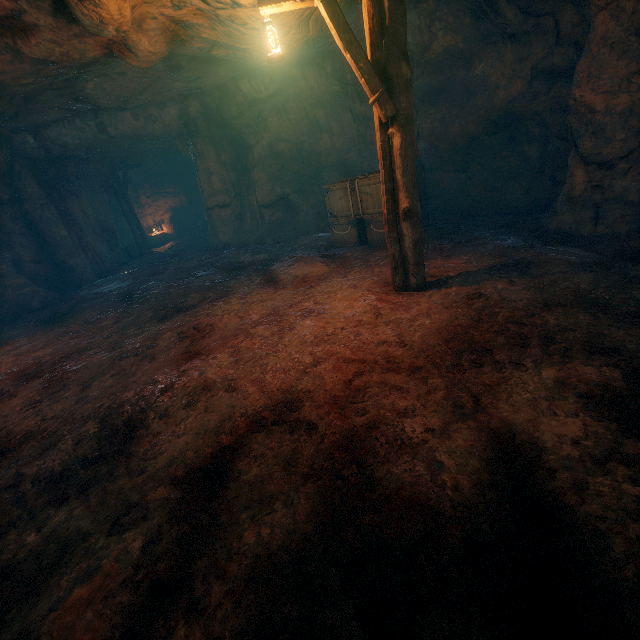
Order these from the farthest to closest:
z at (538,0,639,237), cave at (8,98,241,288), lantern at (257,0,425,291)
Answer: cave at (8,98,241,288) → z at (538,0,639,237) → lantern at (257,0,425,291)

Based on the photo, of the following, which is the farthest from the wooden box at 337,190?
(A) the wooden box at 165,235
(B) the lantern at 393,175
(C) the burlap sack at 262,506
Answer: (A) the wooden box at 165,235

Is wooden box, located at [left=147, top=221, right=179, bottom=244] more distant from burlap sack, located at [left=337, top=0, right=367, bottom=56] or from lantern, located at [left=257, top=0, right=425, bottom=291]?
lantern, located at [left=257, top=0, right=425, bottom=291]

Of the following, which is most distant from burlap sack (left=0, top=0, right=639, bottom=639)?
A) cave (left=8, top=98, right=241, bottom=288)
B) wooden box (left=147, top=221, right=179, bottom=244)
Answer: wooden box (left=147, top=221, right=179, bottom=244)

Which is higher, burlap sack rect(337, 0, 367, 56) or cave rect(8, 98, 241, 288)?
burlap sack rect(337, 0, 367, 56)

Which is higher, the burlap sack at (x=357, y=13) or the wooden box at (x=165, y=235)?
the burlap sack at (x=357, y=13)

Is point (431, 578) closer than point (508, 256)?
Yes

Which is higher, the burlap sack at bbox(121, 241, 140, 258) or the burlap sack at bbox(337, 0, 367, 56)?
the burlap sack at bbox(337, 0, 367, 56)
